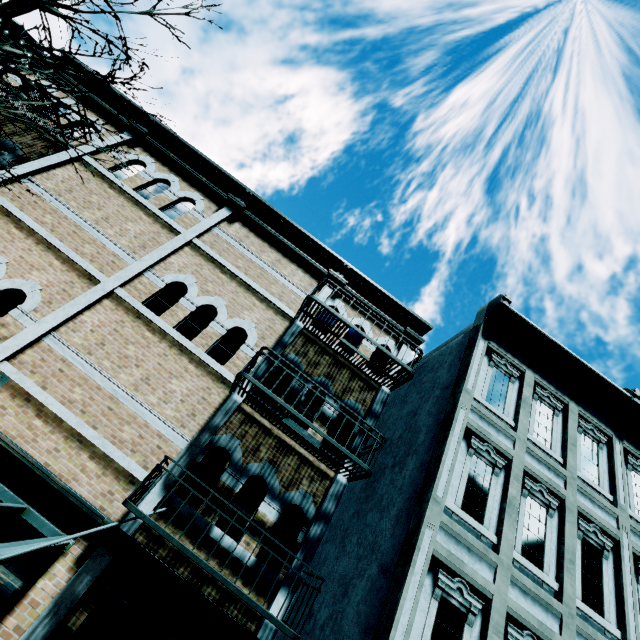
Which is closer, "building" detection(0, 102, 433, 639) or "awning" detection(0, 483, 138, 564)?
"awning" detection(0, 483, 138, 564)

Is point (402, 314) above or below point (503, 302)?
below

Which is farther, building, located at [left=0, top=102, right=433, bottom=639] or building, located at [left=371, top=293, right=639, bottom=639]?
building, located at [left=371, top=293, right=639, bottom=639]

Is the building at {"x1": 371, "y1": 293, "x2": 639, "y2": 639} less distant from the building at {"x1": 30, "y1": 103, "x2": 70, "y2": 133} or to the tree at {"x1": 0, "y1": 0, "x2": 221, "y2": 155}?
the building at {"x1": 30, "y1": 103, "x2": 70, "y2": 133}

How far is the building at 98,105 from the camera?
8.92m

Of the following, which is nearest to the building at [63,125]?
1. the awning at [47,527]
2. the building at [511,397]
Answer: the awning at [47,527]

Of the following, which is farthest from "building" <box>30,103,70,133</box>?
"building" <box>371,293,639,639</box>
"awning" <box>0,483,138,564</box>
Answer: "building" <box>371,293,639,639</box>
